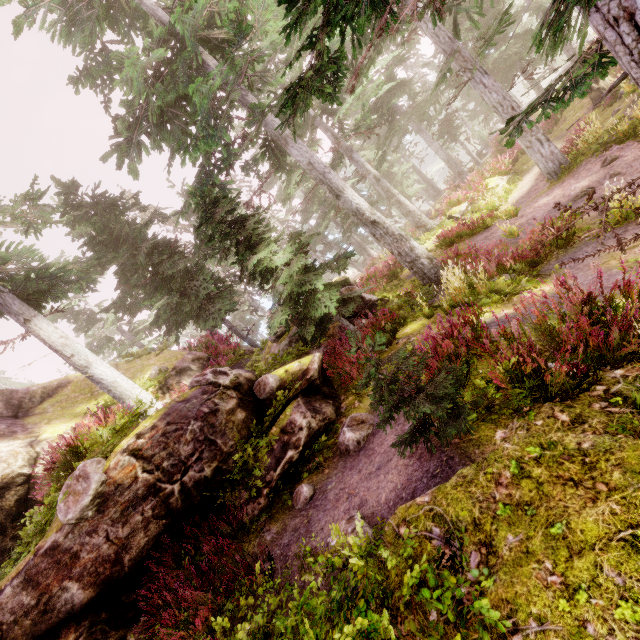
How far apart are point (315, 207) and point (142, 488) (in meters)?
29.86

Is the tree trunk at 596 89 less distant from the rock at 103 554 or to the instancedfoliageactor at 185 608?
the instancedfoliageactor at 185 608

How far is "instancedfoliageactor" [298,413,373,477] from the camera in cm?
571

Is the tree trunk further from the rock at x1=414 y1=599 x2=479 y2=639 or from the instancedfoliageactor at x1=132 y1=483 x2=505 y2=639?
the rock at x1=414 y1=599 x2=479 y2=639

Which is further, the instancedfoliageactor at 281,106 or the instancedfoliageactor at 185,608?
the instancedfoliageactor at 281,106

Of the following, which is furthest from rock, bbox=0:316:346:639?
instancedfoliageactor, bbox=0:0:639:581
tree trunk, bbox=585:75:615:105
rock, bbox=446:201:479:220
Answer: tree trunk, bbox=585:75:615:105

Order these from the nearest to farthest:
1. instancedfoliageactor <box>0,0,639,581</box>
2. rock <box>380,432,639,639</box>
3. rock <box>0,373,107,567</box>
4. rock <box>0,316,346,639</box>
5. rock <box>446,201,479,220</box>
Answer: rock <box>380,432,639,639</box>
instancedfoliageactor <box>0,0,639,581</box>
rock <box>0,316,346,639</box>
rock <box>0,373,107,567</box>
rock <box>446,201,479,220</box>

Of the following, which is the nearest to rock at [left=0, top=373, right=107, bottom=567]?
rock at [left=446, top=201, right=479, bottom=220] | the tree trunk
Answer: rock at [left=446, top=201, right=479, bottom=220]
